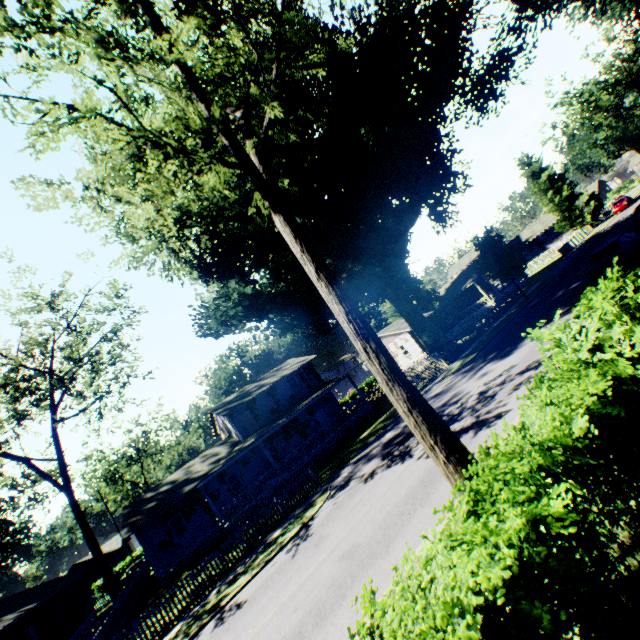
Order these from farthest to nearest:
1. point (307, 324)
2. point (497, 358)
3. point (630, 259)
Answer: point (307, 324), point (497, 358), point (630, 259)

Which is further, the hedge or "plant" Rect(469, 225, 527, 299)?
"plant" Rect(469, 225, 527, 299)

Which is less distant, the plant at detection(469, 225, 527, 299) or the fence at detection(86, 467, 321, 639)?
the fence at detection(86, 467, 321, 639)

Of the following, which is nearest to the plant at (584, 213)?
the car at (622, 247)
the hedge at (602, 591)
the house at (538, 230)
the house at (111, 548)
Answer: the house at (538, 230)

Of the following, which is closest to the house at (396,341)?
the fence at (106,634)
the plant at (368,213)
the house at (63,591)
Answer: the plant at (368,213)

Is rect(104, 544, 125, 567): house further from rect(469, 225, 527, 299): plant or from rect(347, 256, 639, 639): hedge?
rect(347, 256, 639, 639): hedge

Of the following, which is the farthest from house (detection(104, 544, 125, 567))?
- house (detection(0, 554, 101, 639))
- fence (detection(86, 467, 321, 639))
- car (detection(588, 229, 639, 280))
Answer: car (detection(588, 229, 639, 280))

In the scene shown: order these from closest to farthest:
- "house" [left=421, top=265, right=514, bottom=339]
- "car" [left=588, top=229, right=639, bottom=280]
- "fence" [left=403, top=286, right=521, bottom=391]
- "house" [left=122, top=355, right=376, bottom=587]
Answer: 1. "car" [left=588, top=229, right=639, bottom=280]
2. "house" [left=122, top=355, right=376, bottom=587]
3. "fence" [left=403, top=286, right=521, bottom=391]
4. "house" [left=421, top=265, right=514, bottom=339]
